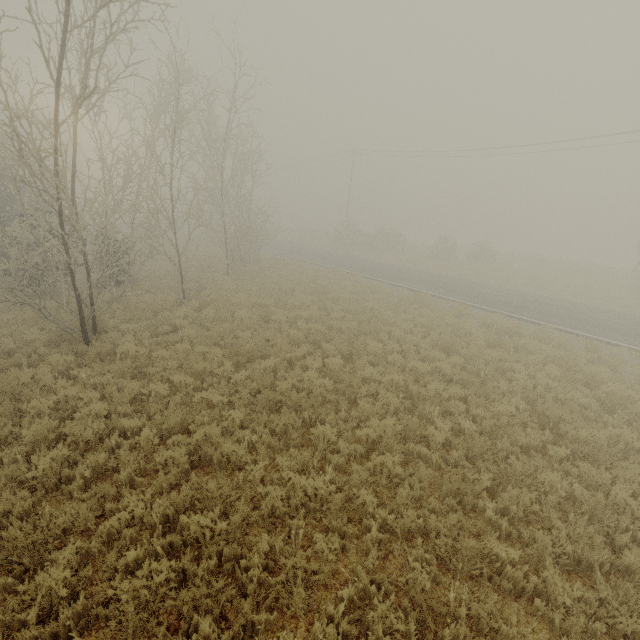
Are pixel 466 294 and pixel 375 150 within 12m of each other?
no
